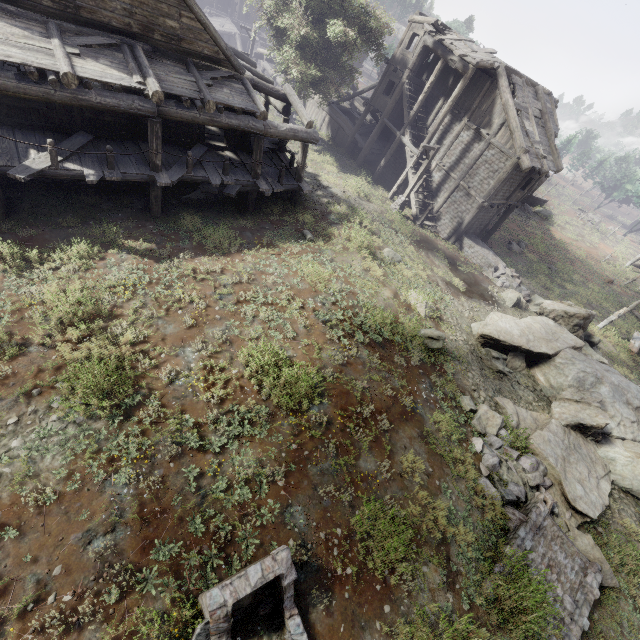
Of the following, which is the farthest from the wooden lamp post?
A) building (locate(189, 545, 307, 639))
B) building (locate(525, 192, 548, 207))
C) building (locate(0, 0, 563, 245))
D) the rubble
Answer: building (locate(525, 192, 548, 207))

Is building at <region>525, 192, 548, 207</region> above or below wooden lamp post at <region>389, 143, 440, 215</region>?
below

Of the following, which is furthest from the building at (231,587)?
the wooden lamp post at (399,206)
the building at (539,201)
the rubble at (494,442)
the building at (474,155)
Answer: the building at (539,201)

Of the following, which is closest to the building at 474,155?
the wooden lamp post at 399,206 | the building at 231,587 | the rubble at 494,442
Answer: the wooden lamp post at 399,206

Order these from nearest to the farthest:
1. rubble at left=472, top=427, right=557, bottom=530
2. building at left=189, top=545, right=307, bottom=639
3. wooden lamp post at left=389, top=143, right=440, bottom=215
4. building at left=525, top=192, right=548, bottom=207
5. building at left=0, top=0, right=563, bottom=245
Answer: building at left=189, top=545, right=307, bottom=639
rubble at left=472, top=427, right=557, bottom=530
building at left=0, top=0, right=563, bottom=245
wooden lamp post at left=389, top=143, right=440, bottom=215
building at left=525, top=192, right=548, bottom=207

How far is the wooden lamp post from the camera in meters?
19.5

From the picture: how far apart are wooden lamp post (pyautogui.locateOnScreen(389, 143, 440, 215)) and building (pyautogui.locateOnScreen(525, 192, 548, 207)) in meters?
33.1

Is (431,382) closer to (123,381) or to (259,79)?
(123,381)
